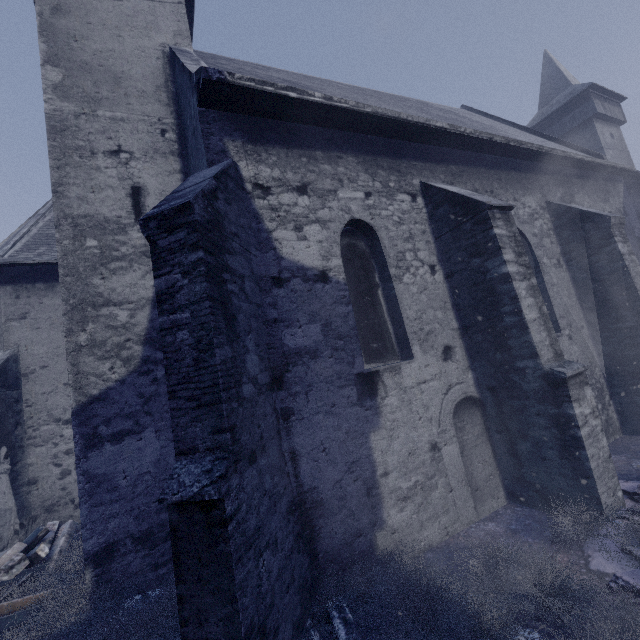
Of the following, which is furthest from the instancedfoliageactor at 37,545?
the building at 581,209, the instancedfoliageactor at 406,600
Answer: the instancedfoliageactor at 406,600

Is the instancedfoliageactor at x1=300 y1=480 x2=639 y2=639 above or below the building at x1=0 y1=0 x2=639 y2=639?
below

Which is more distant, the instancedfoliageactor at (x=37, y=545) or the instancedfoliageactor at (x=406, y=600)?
the instancedfoliageactor at (x=37, y=545)

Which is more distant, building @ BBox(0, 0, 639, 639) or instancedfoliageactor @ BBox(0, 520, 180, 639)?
instancedfoliageactor @ BBox(0, 520, 180, 639)

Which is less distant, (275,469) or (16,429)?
(275,469)

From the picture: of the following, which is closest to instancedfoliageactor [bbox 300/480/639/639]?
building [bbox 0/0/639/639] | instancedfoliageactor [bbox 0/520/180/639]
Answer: building [bbox 0/0/639/639]

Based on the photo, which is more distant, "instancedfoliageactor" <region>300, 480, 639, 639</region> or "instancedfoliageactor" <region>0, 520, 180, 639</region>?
"instancedfoliageactor" <region>0, 520, 180, 639</region>
